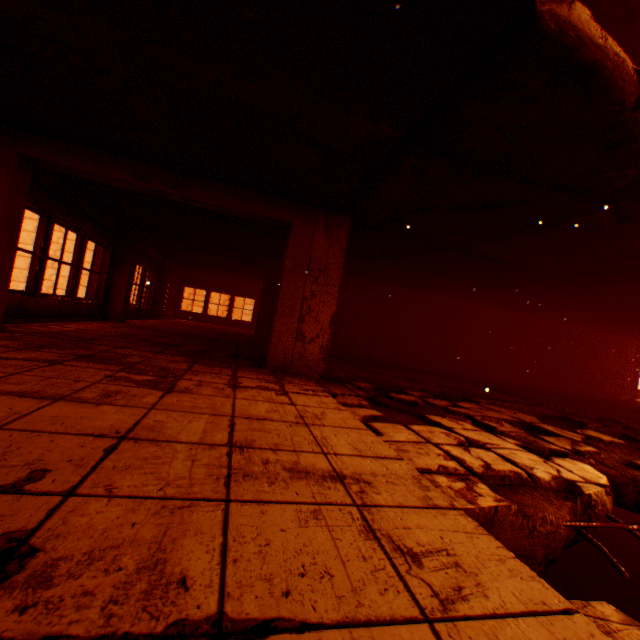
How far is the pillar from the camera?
5.11m

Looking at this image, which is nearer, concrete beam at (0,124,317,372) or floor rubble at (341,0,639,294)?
floor rubble at (341,0,639,294)

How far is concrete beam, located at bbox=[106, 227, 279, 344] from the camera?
8.9m

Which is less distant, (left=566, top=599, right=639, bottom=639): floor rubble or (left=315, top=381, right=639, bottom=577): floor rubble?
(left=566, top=599, right=639, bottom=639): floor rubble

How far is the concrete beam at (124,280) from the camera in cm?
891

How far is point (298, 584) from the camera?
0.9 meters

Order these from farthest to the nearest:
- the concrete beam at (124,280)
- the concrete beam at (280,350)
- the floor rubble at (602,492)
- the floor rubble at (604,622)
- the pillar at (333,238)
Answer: the concrete beam at (124,280)
the pillar at (333,238)
the concrete beam at (280,350)
the floor rubble at (602,492)
the floor rubble at (604,622)

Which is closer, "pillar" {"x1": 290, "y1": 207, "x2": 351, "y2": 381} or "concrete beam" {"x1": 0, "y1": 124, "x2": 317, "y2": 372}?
"concrete beam" {"x1": 0, "y1": 124, "x2": 317, "y2": 372}
